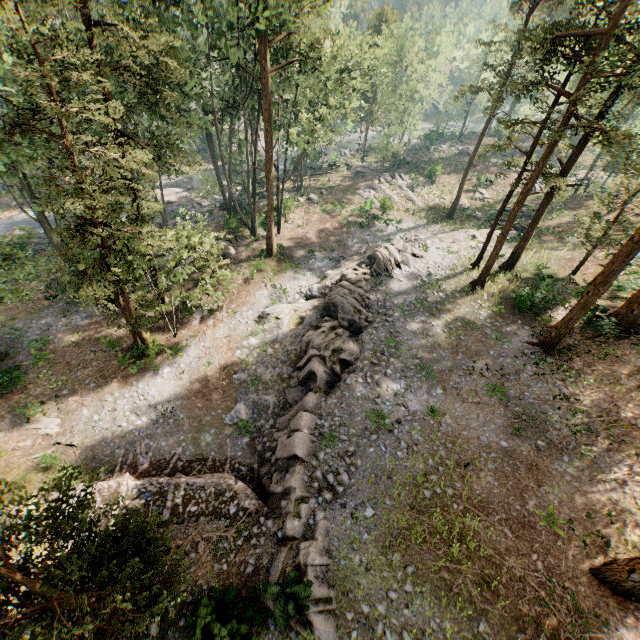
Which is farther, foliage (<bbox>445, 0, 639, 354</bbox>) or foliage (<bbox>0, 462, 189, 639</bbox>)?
foliage (<bbox>445, 0, 639, 354</bbox>)

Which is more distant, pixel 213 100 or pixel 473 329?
pixel 213 100

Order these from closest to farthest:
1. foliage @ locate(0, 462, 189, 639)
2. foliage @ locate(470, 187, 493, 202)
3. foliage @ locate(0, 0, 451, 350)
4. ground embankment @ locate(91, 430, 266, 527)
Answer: foliage @ locate(0, 462, 189, 639), foliage @ locate(0, 0, 451, 350), ground embankment @ locate(91, 430, 266, 527), foliage @ locate(470, 187, 493, 202)

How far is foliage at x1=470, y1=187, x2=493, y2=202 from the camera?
45.72m

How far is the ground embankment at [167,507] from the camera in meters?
14.5 m

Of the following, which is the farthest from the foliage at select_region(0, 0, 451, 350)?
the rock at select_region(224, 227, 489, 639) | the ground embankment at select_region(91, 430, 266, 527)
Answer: the rock at select_region(224, 227, 489, 639)

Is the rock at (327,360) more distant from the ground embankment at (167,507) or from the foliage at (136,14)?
the foliage at (136,14)
